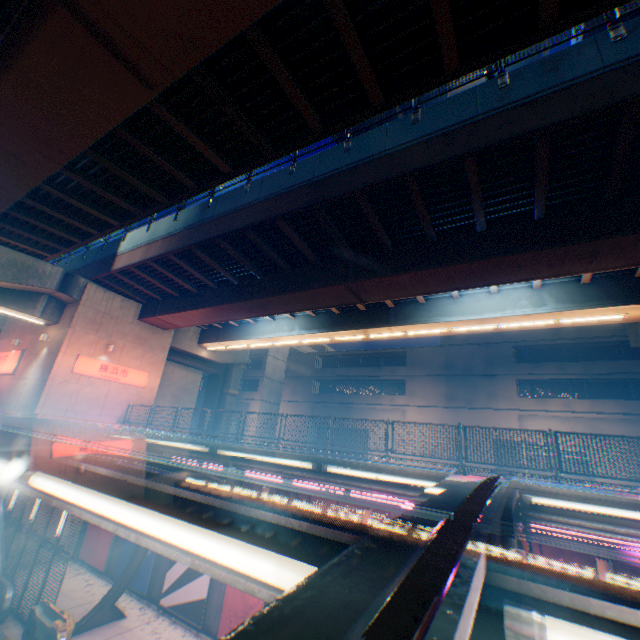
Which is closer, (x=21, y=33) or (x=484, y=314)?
(x=21, y=33)

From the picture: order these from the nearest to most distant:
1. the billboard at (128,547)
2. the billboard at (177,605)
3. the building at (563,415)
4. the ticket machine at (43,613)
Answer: the ticket machine at (43,613), the billboard at (177,605), the billboard at (128,547), the building at (563,415)

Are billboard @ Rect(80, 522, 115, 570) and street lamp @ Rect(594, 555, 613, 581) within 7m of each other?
no

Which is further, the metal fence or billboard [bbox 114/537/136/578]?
billboard [bbox 114/537/136/578]

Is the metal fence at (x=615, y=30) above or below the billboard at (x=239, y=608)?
above

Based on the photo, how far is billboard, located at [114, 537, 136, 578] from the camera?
15.4m

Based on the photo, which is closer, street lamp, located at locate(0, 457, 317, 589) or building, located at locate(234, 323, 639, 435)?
street lamp, located at locate(0, 457, 317, 589)

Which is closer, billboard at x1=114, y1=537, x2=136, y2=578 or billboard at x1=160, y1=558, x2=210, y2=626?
billboard at x1=160, y1=558, x2=210, y2=626
